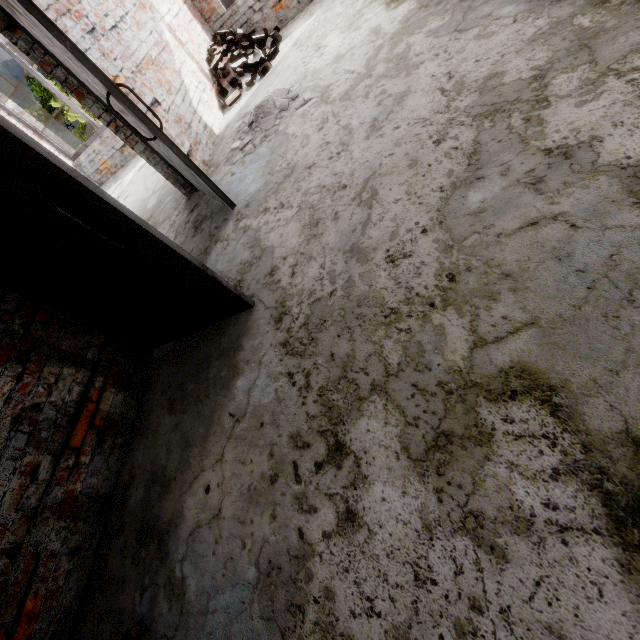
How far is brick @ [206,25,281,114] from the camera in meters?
5.1

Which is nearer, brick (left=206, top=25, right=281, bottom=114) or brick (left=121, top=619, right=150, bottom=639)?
brick (left=121, top=619, right=150, bottom=639)

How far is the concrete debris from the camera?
3.7m

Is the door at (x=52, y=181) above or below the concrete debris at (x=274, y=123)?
above

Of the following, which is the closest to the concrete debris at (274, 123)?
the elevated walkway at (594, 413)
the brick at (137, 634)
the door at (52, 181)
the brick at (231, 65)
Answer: the elevated walkway at (594, 413)

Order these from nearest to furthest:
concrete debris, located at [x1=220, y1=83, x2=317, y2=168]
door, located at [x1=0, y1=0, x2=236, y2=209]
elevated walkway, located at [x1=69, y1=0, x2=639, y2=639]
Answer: elevated walkway, located at [x1=69, y1=0, x2=639, y2=639] < door, located at [x1=0, y1=0, x2=236, y2=209] < concrete debris, located at [x1=220, y1=83, x2=317, y2=168]

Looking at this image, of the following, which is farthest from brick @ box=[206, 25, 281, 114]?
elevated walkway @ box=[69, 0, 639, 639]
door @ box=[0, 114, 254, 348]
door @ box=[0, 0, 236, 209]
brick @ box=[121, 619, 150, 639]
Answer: brick @ box=[121, 619, 150, 639]

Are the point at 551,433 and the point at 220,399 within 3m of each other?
yes
